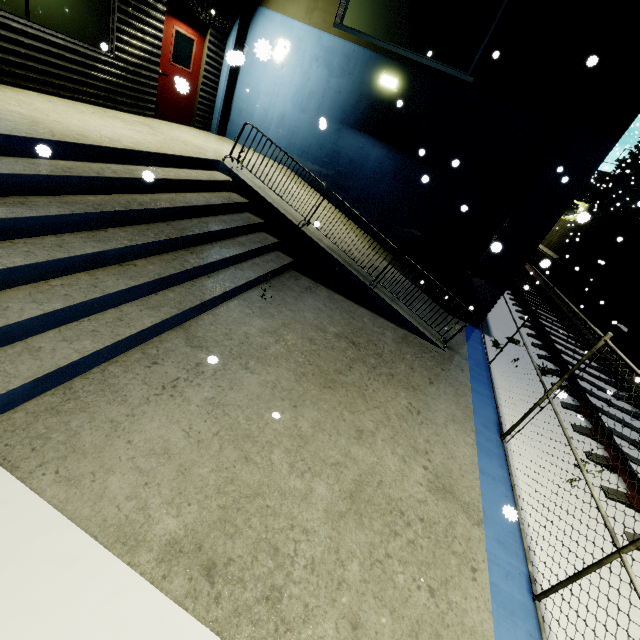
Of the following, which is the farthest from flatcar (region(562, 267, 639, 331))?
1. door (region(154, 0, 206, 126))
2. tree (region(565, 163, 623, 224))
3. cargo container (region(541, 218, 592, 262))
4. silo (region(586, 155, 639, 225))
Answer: door (region(154, 0, 206, 126))

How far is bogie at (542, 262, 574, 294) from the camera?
18.7m

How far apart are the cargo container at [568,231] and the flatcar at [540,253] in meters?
0.0

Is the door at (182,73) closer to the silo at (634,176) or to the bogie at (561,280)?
the silo at (634,176)

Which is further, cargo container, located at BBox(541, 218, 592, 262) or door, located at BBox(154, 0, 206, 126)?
cargo container, located at BBox(541, 218, 592, 262)

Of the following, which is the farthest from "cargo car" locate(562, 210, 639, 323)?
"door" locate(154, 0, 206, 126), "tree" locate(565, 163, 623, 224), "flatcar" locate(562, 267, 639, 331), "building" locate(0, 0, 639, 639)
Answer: "door" locate(154, 0, 206, 126)

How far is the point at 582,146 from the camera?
7.3m

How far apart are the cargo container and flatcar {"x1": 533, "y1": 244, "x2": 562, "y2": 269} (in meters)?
0.01
